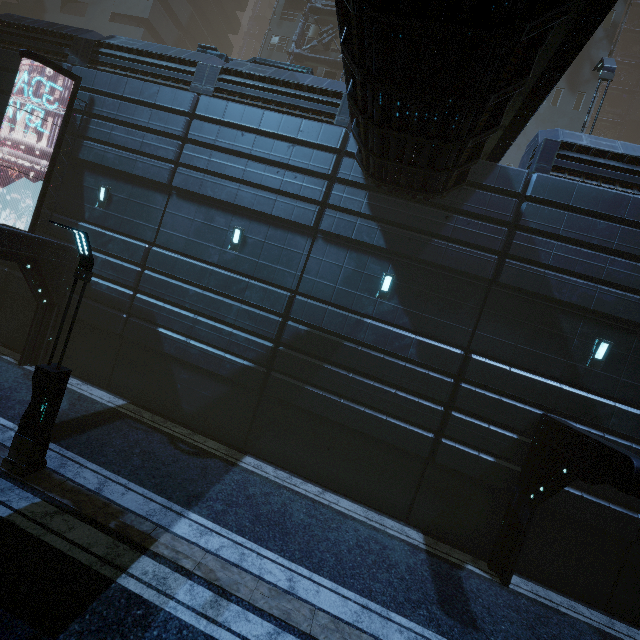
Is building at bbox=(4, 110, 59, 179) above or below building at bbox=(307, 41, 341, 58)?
below

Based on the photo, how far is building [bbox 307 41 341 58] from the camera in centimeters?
2433cm

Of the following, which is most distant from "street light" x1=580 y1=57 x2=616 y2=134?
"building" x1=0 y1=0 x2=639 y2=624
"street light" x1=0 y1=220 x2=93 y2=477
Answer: "street light" x1=0 y1=220 x2=93 y2=477

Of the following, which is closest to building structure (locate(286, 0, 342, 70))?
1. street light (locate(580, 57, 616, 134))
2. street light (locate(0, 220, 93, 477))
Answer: street light (locate(580, 57, 616, 134))

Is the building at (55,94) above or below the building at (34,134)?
above

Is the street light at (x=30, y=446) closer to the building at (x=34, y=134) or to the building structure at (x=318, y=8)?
the building at (x=34, y=134)

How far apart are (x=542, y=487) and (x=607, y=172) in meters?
9.7

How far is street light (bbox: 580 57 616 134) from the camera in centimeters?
1234cm
